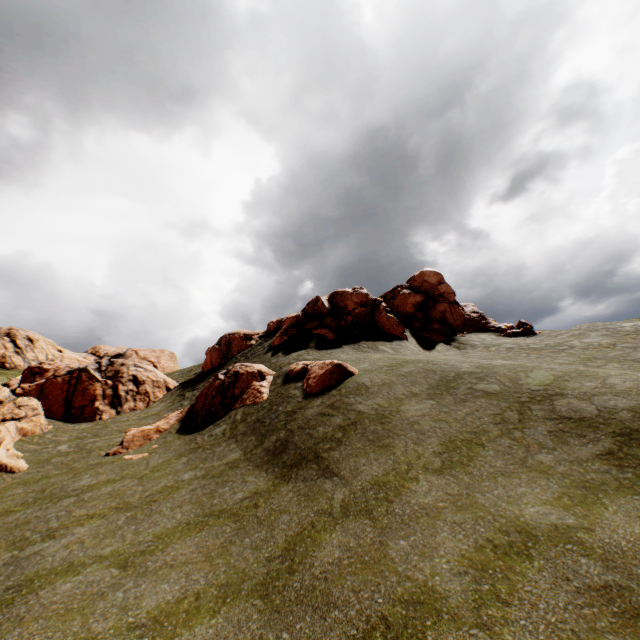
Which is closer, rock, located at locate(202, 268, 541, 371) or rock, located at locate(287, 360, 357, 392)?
rock, located at locate(287, 360, 357, 392)

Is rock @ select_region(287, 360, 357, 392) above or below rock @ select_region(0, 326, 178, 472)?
below

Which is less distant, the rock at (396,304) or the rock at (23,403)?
the rock at (23,403)

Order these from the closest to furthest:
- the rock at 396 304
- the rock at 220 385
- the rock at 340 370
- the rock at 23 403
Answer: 1. the rock at 340 370
2. the rock at 220 385
3. the rock at 23 403
4. the rock at 396 304

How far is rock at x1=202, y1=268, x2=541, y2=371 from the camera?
27.4m

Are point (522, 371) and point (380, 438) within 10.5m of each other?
yes

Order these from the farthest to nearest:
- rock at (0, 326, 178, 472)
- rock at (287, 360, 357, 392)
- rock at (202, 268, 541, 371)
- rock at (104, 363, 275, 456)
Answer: rock at (202, 268, 541, 371)
rock at (0, 326, 178, 472)
rock at (104, 363, 275, 456)
rock at (287, 360, 357, 392)
